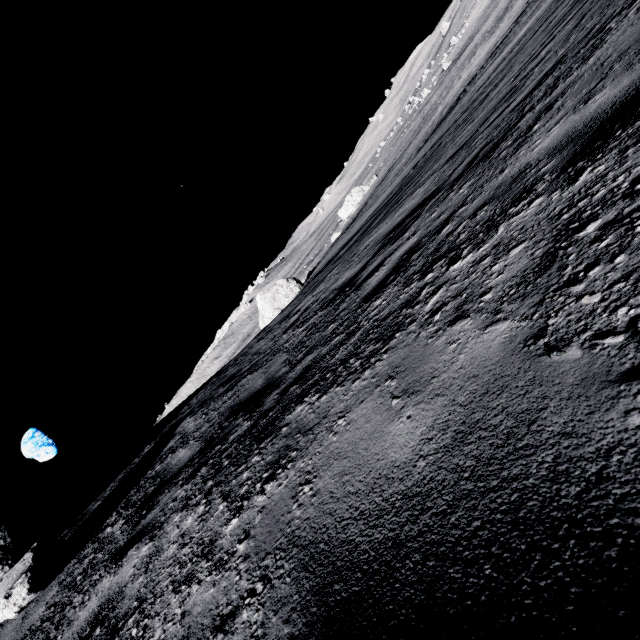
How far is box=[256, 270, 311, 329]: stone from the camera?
28.8m

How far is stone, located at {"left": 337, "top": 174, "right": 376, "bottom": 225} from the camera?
52.3 meters

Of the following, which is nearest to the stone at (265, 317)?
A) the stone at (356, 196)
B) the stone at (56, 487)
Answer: the stone at (56, 487)

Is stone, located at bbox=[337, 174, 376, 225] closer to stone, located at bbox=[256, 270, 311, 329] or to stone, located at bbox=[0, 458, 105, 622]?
stone, located at bbox=[256, 270, 311, 329]

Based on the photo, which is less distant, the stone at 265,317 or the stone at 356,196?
the stone at 265,317

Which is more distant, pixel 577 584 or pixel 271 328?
pixel 271 328

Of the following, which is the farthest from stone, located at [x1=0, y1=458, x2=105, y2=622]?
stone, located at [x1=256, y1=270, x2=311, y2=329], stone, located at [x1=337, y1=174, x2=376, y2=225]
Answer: stone, located at [x1=337, y1=174, x2=376, y2=225]
